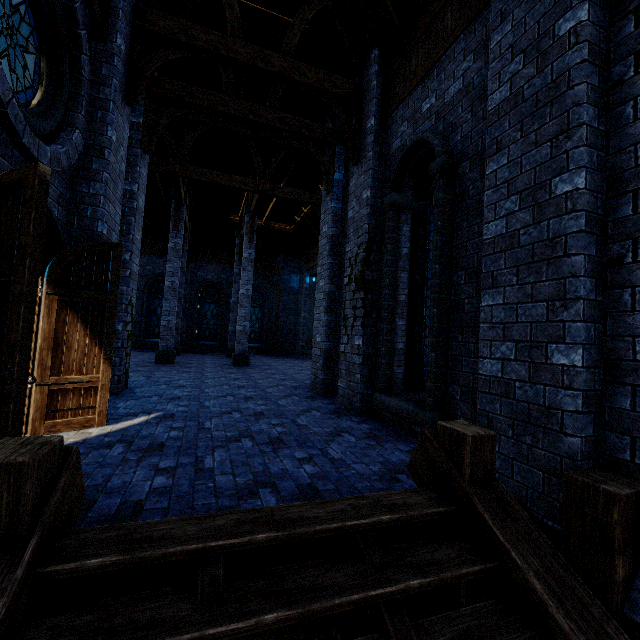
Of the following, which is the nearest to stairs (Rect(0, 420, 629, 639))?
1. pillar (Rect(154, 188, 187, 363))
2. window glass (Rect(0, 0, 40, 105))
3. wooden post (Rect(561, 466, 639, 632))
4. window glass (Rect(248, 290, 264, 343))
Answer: wooden post (Rect(561, 466, 639, 632))

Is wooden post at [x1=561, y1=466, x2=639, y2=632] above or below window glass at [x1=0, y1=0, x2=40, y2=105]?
below

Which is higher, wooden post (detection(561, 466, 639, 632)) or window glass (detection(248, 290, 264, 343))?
window glass (detection(248, 290, 264, 343))

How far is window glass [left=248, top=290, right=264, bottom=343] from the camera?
22.3m

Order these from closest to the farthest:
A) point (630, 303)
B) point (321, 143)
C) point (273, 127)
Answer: point (630, 303) → point (273, 127) → point (321, 143)

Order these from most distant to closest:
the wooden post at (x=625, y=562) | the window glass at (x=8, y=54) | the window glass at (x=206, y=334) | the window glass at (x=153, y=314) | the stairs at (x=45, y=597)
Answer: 1. the window glass at (x=206, y=334)
2. the window glass at (x=153, y=314)
3. the window glass at (x=8, y=54)
4. the wooden post at (x=625, y=562)
5. the stairs at (x=45, y=597)

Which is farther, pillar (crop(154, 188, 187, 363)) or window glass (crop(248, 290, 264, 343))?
window glass (crop(248, 290, 264, 343))

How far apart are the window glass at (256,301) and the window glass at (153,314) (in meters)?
4.51
